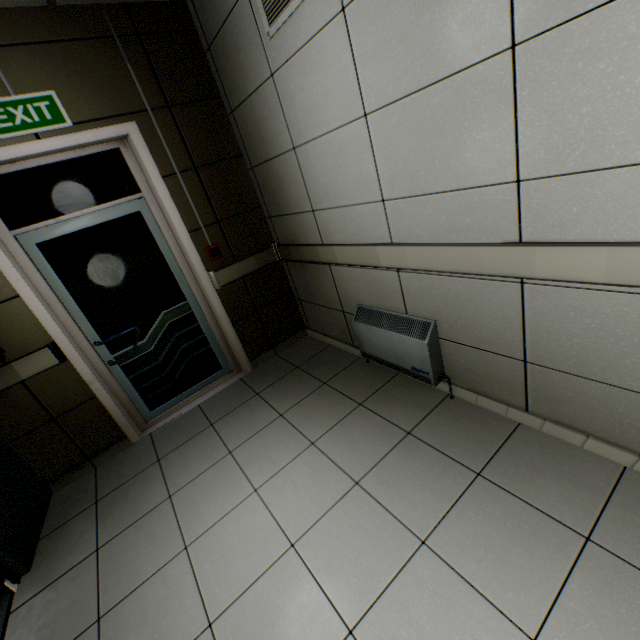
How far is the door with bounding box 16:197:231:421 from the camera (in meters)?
2.68

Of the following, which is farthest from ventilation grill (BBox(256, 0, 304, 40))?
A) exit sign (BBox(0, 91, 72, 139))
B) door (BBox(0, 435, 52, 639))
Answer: door (BBox(0, 435, 52, 639))

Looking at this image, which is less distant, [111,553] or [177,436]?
[111,553]

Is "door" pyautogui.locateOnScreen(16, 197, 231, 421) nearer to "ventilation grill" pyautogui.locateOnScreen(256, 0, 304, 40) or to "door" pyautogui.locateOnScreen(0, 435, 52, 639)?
"door" pyautogui.locateOnScreen(0, 435, 52, 639)

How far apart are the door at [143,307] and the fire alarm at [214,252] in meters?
0.3 m

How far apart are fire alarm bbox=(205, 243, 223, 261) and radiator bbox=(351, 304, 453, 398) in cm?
A: 148

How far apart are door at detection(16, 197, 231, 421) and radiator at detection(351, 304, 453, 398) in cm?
159

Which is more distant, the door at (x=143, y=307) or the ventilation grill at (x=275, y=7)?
the door at (x=143, y=307)
